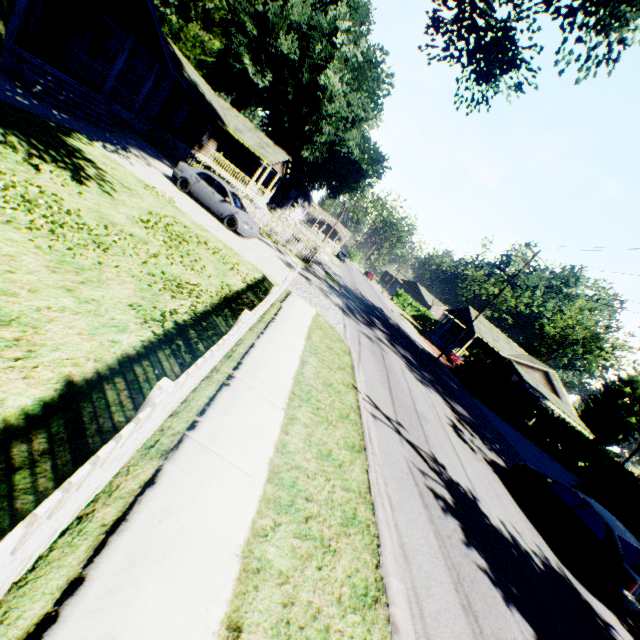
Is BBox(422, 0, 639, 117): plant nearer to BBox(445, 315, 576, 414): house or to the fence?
the fence

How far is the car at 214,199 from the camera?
15.6 meters

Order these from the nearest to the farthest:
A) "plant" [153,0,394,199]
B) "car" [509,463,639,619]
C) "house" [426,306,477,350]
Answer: "car" [509,463,639,619] < "plant" [153,0,394,199] < "house" [426,306,477,350]

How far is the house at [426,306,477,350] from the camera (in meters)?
41.70

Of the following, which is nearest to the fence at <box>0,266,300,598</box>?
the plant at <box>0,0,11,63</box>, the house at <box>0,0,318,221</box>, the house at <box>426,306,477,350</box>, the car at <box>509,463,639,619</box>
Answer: the plant at <box>0,0,11,63</box>

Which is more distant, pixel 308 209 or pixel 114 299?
pixel 308 209

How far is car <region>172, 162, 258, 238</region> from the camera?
15.6m

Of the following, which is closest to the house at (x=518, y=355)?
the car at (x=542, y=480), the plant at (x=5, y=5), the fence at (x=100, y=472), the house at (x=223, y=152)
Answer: the plant at (x=5, y=5)
